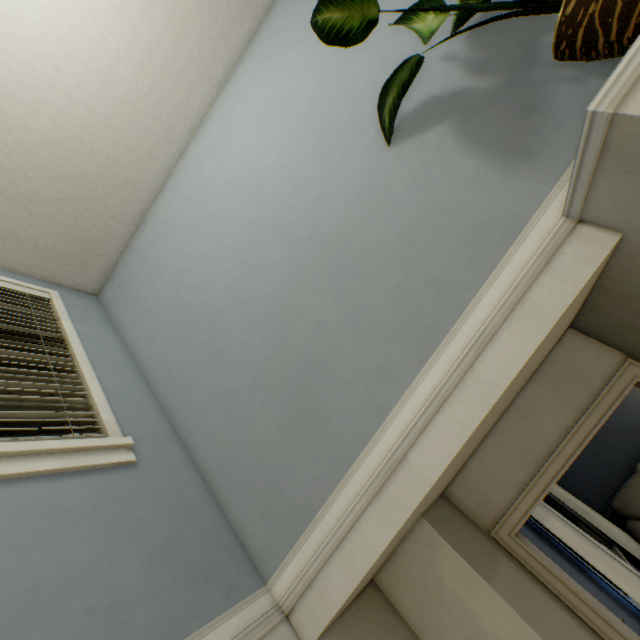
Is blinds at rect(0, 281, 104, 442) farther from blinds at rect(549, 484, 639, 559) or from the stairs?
blinds at rect(549, 484, 639, 559)

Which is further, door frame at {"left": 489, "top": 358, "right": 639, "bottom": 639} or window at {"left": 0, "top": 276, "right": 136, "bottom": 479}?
door frame at {"left": 489, "top": 358, "right": 639, "bottom": 639}

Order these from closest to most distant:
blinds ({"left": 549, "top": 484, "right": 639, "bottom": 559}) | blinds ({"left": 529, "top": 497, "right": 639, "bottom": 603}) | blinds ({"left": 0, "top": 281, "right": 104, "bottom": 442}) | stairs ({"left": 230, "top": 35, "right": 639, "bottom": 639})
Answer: stairs ({"left": 230, "top": 35, "right": 639, "bottom": 639}) → blinds ({"left": 0, "top": 281, "right": 104, "bottom": 442}) → blinds ({"left": 529, "top": 497, "right": 639, "bottom": 603}) → blinds ({"left": 549, "top": 484, "right": 639, "bottom": 559})

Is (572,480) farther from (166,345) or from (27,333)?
(27,333)

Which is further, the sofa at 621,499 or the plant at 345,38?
the sofa at 621,499

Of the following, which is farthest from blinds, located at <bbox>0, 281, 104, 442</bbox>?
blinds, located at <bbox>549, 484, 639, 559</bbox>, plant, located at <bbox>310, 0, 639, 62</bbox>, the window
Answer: blinds, located at <bbox>549, 484, 639, 559</bbox>

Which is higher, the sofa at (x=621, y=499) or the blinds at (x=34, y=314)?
the blinds at (x=34, y=314)

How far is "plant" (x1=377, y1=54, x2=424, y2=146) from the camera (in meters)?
1.30
